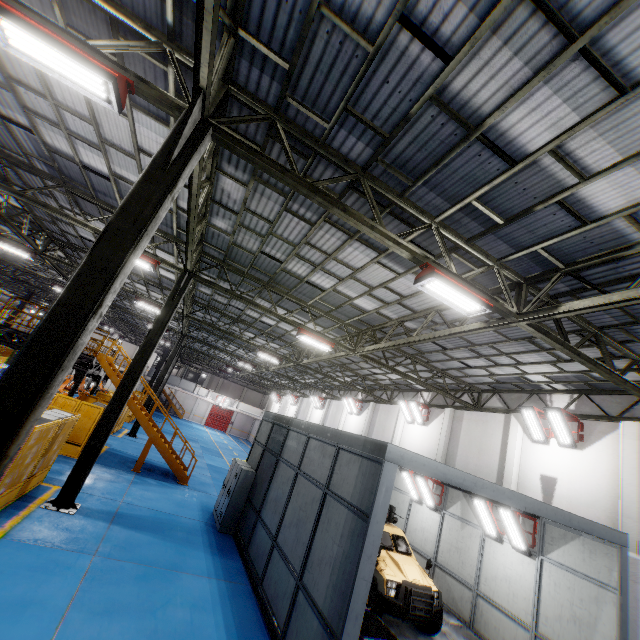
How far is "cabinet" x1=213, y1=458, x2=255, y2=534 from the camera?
11.77m

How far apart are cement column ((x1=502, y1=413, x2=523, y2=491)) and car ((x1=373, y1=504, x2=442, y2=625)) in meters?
5.0

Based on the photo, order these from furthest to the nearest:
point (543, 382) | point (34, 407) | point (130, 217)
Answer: point (543, 382)
point (130, 217)
point (34, 407)

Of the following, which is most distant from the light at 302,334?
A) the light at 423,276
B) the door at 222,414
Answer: the door at 222,414

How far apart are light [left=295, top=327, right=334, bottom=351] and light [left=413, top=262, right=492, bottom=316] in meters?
7.0 m

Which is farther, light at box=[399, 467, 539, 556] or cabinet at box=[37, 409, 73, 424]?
light at box=[399, 467, 539, 556]

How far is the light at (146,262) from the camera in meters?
11.2

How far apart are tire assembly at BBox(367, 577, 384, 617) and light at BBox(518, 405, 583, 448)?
8.7m
